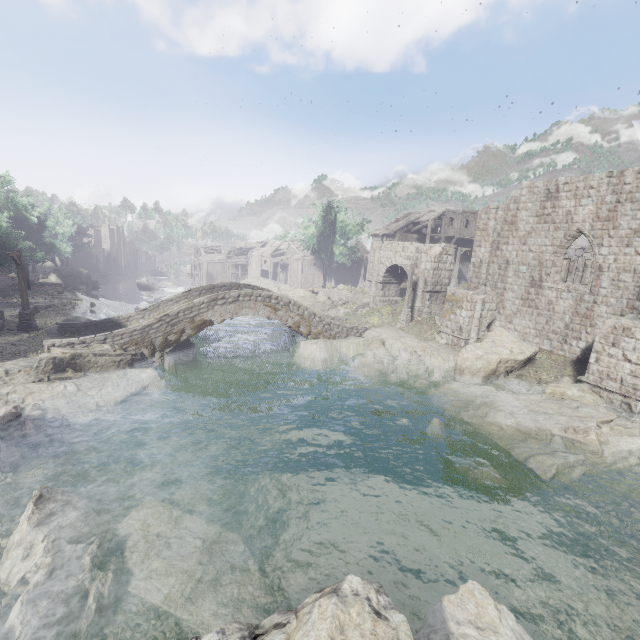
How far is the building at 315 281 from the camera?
54.0 meters

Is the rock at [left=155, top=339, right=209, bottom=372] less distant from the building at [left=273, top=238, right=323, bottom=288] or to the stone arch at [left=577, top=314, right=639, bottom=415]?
the stone arch at [left=577, top=314, right=639, bottom=415]

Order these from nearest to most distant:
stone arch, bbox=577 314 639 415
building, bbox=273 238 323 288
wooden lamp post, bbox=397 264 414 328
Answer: stone arch, bbox=577 314 639 415
wooden lamp post, bbox=397 264 414 328
building, bbox=273 238 323 288

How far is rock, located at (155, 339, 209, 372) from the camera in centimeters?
1853cm

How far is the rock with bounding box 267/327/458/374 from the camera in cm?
1988

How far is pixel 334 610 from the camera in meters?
3.8

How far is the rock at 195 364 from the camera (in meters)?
18.53

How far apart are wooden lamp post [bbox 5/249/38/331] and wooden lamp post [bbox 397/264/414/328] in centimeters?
2430cm
